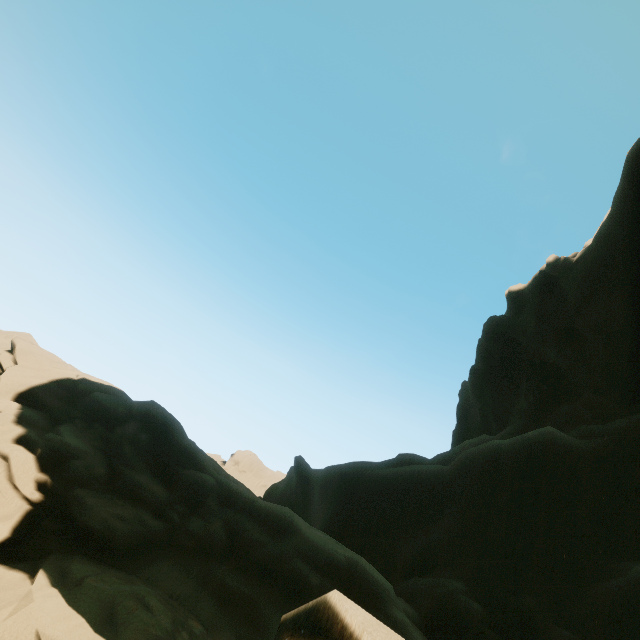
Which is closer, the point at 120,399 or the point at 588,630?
the point at 588,630
